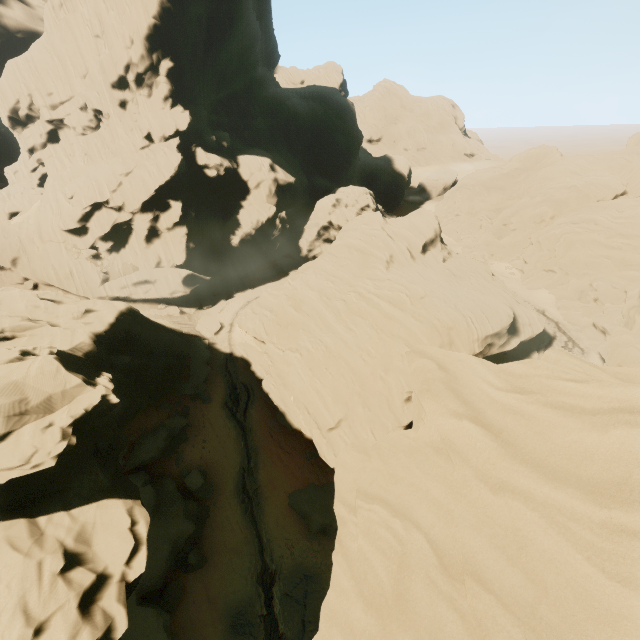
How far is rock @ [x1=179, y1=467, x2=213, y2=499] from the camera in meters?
27.2 m

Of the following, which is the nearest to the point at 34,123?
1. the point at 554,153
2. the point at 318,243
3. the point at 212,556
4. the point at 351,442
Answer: the point at 318,243

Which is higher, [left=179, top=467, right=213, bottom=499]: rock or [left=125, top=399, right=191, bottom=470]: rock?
[left=125, top=399, right=191, bottom=470]: rock

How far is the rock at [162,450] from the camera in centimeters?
2714cm

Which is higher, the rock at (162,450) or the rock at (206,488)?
the rock at (162,450)

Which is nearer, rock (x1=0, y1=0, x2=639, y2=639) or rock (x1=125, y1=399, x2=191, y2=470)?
rock (x1=0, y1=0, x2=639, y2=639)
